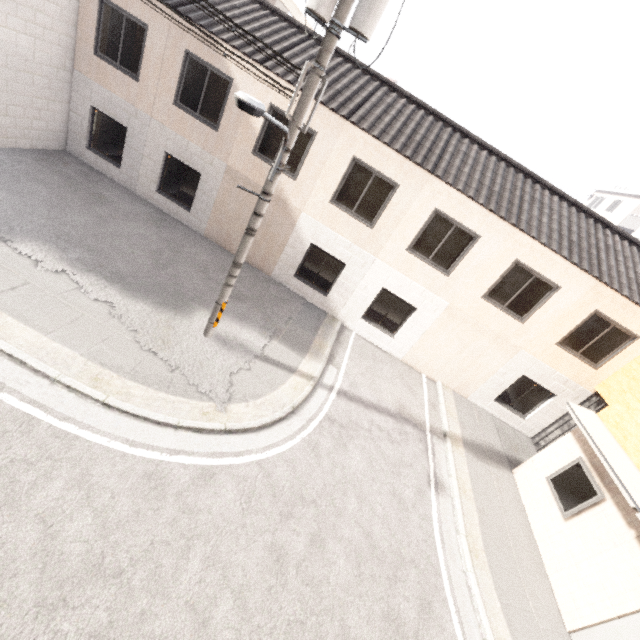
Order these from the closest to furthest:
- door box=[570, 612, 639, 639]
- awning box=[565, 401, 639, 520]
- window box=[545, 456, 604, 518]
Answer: door box=[570, 612, 639, 639] < awning box=[565, 401, 639, 520] < window box=[545, 456, 604, 518]

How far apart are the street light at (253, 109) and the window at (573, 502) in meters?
10.2 m

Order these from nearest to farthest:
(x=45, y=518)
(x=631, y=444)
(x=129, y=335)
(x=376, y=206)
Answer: (x=45, y=518) < (x=129, y=335) < (x=631, y=444) < (x=376, y=206)

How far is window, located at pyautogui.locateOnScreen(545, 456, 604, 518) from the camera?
7.70m

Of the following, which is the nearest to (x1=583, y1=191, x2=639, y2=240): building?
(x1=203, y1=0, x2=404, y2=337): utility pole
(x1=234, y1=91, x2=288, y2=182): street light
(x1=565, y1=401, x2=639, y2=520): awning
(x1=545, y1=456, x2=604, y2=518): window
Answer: (x1=565, y1=401, x2=639, y2=520): awning

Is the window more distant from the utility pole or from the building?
the building

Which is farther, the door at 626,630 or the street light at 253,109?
the door at 626,630

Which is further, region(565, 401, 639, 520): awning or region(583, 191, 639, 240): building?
region(583, 191, 639, 240): building
